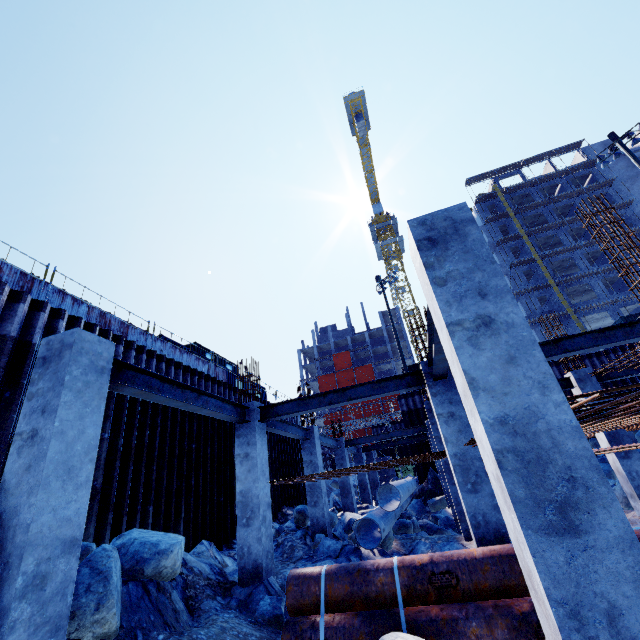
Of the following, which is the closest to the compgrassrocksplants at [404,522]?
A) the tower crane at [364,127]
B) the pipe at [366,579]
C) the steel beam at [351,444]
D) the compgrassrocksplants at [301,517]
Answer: A: the compgrassrocksplants at [301,517]

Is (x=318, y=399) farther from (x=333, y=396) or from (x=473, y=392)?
(x=473, y=392)

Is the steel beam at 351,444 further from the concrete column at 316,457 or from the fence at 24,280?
the fence at 24,280

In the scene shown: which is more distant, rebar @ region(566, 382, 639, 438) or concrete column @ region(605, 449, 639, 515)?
concrete column @ region(605, 449, 639, 515)

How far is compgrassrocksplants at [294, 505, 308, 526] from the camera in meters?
12.8

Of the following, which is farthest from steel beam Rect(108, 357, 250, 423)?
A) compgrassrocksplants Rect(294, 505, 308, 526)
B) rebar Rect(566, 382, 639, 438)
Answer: compgrassrocksplants Rect(294, 505, 308, 526)

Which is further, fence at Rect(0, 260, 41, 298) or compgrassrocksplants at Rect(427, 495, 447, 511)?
compgrassrocksplants at Rect(427, 495, 447, 511)

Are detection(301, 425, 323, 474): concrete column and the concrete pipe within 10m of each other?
no
